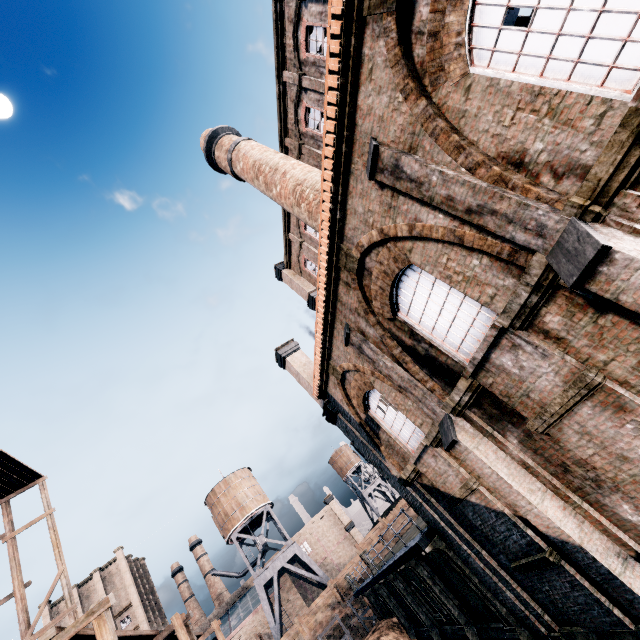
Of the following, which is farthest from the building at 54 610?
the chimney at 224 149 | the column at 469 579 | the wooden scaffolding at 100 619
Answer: the chimney at 224 149

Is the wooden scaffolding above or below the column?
above

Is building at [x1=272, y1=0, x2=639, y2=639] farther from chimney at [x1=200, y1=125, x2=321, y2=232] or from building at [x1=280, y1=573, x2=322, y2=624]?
building at [x1=280, y1=573, x2=322, y2=624]

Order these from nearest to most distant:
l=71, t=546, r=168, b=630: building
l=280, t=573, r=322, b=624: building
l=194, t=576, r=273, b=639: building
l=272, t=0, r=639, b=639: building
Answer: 1. l=272, t=0, r=639, b=639: building
2. l=194, t=576, r=273, b=639: building
3. l=71, t=546, r=168, b=630: building
4. l=280, t=573, r=322, b=624: building

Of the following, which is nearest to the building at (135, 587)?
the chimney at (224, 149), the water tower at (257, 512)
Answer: the water tower at (257, 512)

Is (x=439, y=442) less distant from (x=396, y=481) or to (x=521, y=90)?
(x=396, y=481)

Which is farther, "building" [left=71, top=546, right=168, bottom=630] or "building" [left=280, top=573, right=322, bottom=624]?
"building" [left=280, top=573, right=322, bottom=624]

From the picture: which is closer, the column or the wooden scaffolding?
the column
